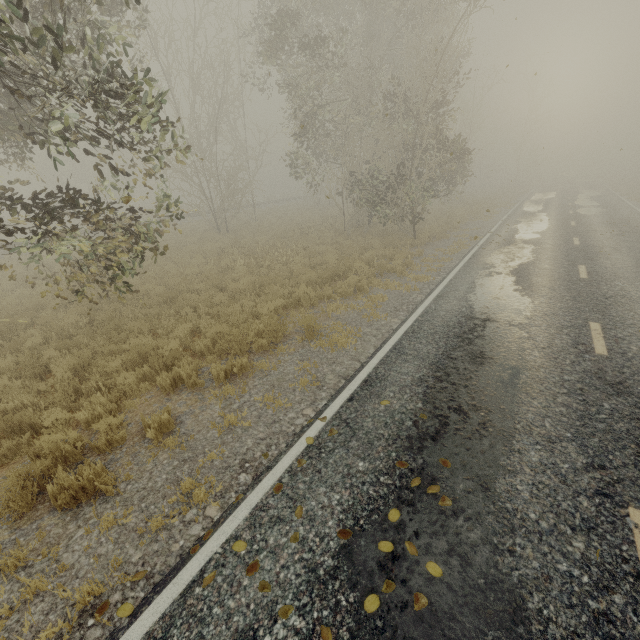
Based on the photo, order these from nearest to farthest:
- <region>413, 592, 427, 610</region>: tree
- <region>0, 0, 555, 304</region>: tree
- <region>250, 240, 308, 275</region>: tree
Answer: <region>413, 592, 427, 610</region>: tree < <region>0, 0, 555, 304</region>: tree < <region>250, 240, 308, 275</region>: tree

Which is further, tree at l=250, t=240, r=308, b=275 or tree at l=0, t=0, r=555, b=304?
tree at l=250, t=240, r=308, b=275

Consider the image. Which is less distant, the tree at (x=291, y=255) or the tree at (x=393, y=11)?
the tree at (x=393, y=11)

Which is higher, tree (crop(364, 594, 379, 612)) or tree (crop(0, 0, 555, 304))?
tree (crop(0, 0, 555, 304))

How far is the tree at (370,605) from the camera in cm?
268

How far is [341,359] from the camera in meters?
6.8

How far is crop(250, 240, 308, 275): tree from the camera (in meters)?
13.29

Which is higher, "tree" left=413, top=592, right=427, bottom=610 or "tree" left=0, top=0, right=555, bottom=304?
"tree" left=0, top=0, right=555, bottom=304
